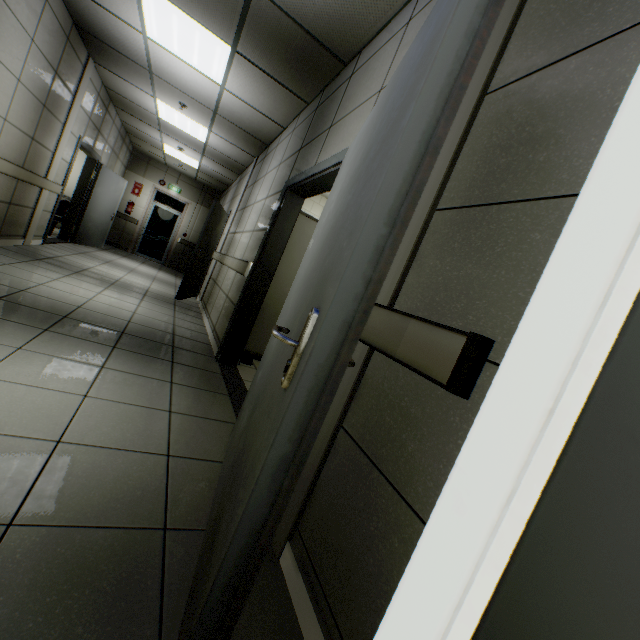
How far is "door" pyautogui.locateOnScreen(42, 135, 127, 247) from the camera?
6.25m

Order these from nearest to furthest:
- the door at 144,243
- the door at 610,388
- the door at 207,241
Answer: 1. the door at 610,388
2. the door at 207,241
3. the door at 144,243

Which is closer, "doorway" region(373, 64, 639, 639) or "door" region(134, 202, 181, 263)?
"doorway" region(373, 64, 639, 639)

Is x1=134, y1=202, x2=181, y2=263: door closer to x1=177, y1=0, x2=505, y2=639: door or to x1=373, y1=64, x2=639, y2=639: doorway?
x1=177, y1=0, x2=505, y2=639: door

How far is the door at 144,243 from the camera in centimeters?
1145cm

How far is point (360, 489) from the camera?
1.1m

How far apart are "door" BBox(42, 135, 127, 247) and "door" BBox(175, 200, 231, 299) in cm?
264

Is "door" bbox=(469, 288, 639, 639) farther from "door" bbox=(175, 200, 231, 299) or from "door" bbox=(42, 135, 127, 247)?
"door" bbox=(42, 135, 127, 247)
